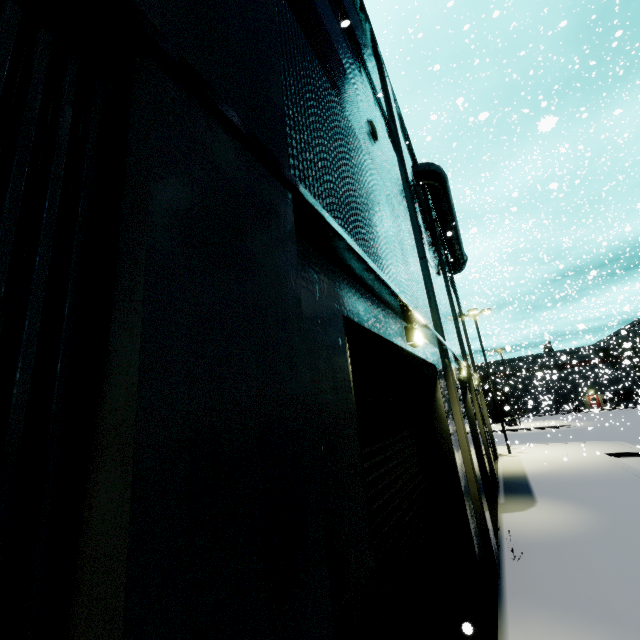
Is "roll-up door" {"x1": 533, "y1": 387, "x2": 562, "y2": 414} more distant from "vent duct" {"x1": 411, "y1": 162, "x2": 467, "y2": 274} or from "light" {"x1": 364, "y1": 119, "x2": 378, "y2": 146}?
"light" {"x1": 364, "y1": 119, "x2": 378, "y2": 146}

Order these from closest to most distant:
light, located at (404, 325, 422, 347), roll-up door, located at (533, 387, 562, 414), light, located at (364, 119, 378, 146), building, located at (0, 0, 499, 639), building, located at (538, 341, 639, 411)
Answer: building, located at (0, 0, 499, 639)
light, located at (404, 325, 422, 347)
light, located at (364, 119, 378, 146)
roll-up door, located at (533, 387, 562, 414)
building, located at (538, 341, 639, 411)

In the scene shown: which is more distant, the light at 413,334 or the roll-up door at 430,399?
the light at 413,334

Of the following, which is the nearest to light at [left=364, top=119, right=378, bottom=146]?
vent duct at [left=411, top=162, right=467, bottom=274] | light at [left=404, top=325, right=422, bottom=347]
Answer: light at [left=404, top=325, right=422, bottom=347]

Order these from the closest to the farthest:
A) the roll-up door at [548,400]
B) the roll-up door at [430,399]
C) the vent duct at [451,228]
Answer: the roll-up door at [430,399] < the vent duct at [451,228] < the roll-up door at [548,400]

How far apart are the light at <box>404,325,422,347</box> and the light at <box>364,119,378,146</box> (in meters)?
3.73

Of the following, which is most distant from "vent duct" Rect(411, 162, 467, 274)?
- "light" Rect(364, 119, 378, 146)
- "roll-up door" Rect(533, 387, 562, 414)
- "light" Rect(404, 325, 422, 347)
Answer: "roll-up door" Rect(533, 387, 562, 414)

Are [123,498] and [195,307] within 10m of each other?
yes
